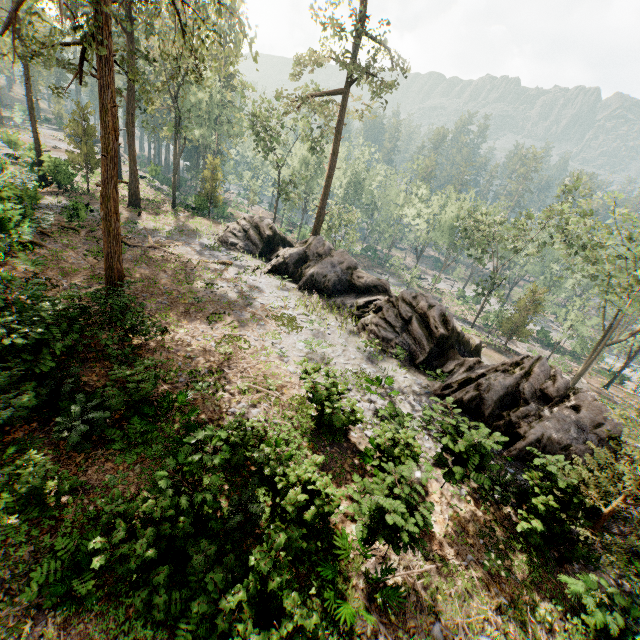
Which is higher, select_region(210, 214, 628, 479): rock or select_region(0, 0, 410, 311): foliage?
select_region(0, 0, 410, 311): foliage

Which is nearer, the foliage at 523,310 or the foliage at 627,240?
the foliage at 627,240

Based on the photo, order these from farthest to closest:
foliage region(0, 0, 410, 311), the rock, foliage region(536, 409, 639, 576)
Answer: the rock
foliage region(0, 0, 410, 311)
foliage region(536, 409, 639, 576)

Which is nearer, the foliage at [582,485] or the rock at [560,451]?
the foliage at [582,485]

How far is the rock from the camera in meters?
13.4

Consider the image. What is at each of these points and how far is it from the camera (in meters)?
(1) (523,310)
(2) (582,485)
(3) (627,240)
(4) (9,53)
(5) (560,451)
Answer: (1) foliage, 38.16
(2) foliage, 9.32
(3) foliage, 24.70
(4) foliage, 12.32
(5) rock, 13.27

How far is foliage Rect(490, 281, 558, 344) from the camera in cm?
3694

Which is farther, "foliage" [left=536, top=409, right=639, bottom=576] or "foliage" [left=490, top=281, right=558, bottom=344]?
"foliage" [left=490, top=281, right=558, bottom=344]
